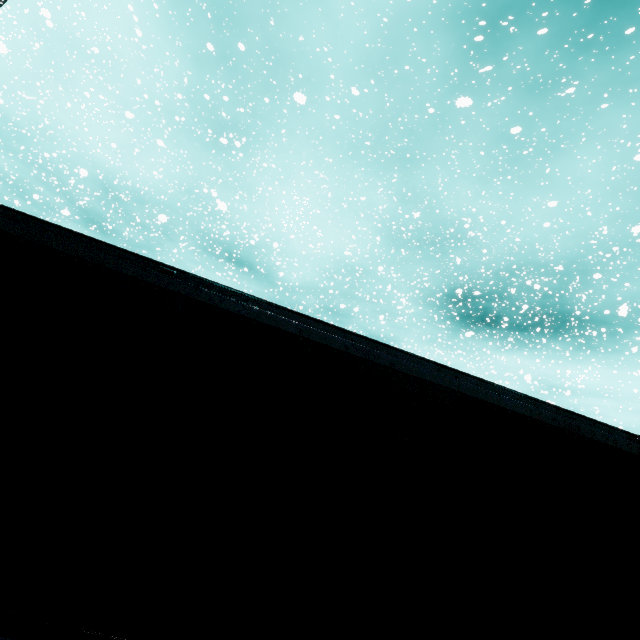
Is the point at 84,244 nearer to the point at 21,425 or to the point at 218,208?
the point at 21,425
